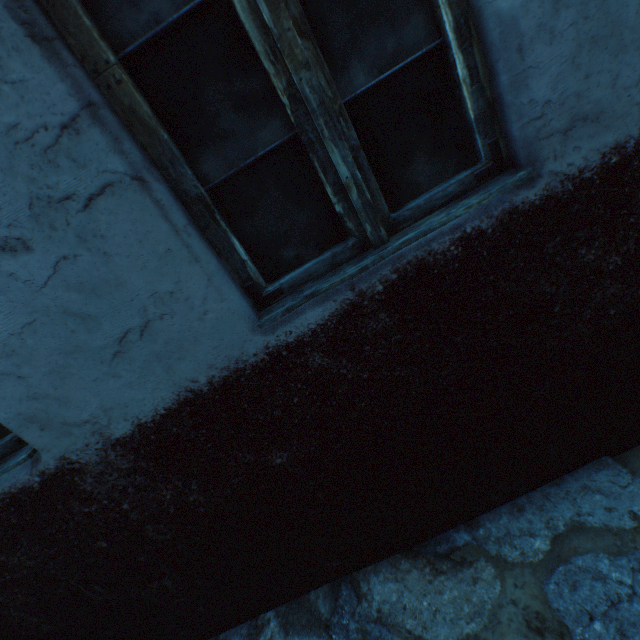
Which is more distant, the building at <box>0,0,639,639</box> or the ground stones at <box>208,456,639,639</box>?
the ground stones at <box>208,456,639,639</box>

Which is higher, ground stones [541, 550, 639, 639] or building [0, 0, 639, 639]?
building [0, 0, 639, 639]

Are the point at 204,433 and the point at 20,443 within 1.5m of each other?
yes

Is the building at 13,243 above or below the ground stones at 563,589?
above
